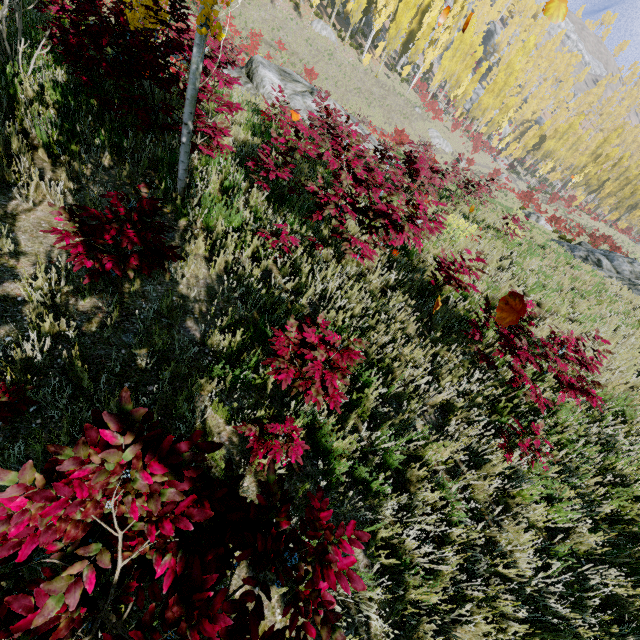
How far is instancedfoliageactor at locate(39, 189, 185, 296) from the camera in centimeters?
249cm

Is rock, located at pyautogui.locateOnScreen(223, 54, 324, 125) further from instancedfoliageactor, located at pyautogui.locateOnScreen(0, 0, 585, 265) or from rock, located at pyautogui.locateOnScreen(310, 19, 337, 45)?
rock, located at pyautogui.locateOnScreen(310, 19, 337, 45)

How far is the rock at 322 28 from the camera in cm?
3803

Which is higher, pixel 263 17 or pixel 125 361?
pixel 125 361

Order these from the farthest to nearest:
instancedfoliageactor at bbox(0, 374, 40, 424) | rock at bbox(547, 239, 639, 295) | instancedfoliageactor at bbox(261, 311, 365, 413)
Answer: rock at bbox(547, 239, 639, 295), instancedfoliageactor at bbox(261, 311, 365, 413), instancedfoliageactor at bbox(0, 374, 40, 424)

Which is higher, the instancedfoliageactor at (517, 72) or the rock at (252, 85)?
the instancedfoliageactor at (517, 72)

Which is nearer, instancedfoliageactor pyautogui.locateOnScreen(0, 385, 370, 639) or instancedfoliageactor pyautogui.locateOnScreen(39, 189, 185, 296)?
instancedfoliageactor pyautogui.locateOnScreen(0, 385, 370, 639)
